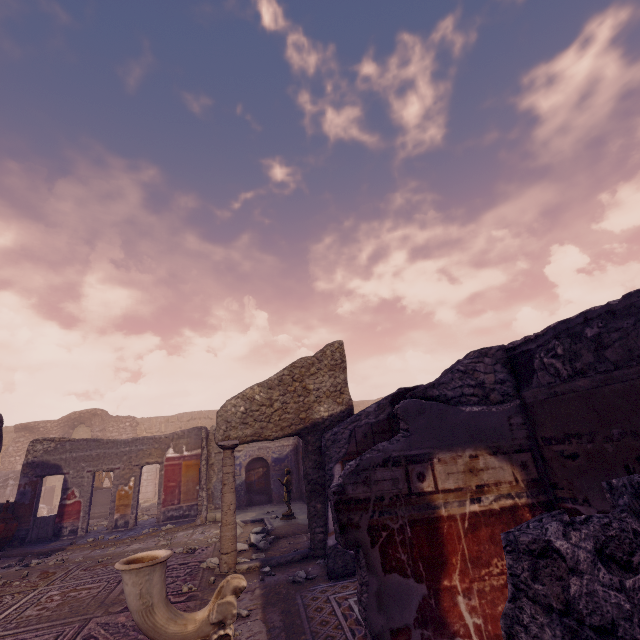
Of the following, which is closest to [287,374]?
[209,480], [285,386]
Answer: [285,386]

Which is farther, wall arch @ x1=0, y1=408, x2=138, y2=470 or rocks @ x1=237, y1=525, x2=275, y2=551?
wall arch @ x1=0, y1=408, x2=138, y2=470

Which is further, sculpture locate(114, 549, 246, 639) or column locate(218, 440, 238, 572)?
column locate(218, 440, 238, 572)

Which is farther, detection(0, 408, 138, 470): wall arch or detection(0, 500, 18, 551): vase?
detection(0, 408, 138, 470): wall arch

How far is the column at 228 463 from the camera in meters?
5.6 m

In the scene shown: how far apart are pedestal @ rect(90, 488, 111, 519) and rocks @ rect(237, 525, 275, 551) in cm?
1035

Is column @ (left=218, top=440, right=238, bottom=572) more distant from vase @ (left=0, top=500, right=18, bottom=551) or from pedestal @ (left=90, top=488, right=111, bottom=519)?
pedestal @ (left=90, top=488, right=111, bottom=519)

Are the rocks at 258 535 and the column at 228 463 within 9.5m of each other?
yes
